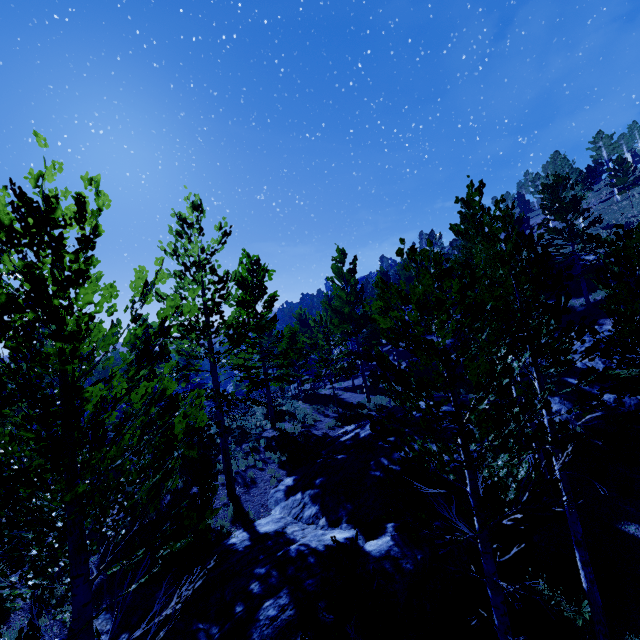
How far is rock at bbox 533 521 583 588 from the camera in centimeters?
853cm

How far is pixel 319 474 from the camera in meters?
12.8

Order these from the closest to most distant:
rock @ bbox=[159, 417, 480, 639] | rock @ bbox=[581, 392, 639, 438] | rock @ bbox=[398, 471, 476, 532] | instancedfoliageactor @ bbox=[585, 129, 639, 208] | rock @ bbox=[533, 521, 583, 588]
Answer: rock @ bbox=[159, 417, 480, 639]
rock @ bbox=[533, 521, 583, 588]
rock @ bbox=[398, 471, 476, 532]
rock @ bbox=[581, 392, 639, 438]
instancedfoliageactor @ bbox=[585, 129, 639, 208]

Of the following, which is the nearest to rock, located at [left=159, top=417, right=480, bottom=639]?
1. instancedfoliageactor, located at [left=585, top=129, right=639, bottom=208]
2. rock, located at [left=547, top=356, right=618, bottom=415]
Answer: instancedfoliageactor, located at [left=585, top=129, right=639, bottom=208]

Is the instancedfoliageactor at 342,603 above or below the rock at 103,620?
above

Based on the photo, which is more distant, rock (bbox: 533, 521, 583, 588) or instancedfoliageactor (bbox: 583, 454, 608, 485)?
instancedfoliageactor (bbox: 583, 454, 608, 485)

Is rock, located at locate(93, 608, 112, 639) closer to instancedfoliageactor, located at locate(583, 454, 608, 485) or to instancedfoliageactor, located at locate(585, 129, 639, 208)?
instancedfoliageactor, located at locate(585, 129, 639, 208)
